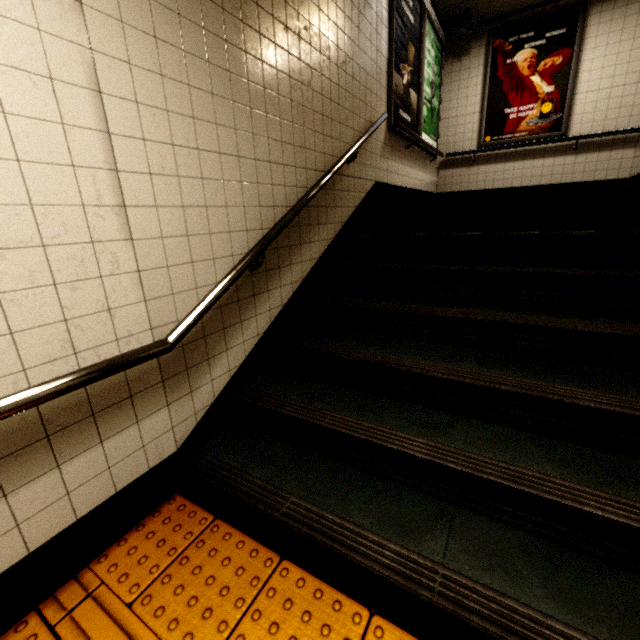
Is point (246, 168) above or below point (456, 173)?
below

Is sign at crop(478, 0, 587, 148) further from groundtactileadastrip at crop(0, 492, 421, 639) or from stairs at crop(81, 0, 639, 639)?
groundtactileadastrip at crop(0, 492, 421, 639)

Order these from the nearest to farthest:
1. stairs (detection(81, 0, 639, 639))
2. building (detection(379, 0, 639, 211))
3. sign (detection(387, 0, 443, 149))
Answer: stairs (detection(81, 0, 639, 639)) < sign (detection(387, 0, 443, 149)) < building (detection(379, 0, 639, 211))

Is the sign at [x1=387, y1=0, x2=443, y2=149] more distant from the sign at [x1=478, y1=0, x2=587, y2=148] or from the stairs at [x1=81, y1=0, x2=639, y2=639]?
the sign at [x1=478, y1=0, x2=587, y2=148]

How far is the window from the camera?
5.0 meters

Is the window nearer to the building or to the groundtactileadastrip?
the building

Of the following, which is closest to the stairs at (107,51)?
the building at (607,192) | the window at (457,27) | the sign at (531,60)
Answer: the building at (607,192)

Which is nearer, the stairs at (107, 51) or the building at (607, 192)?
the stairs at (107, 51)
